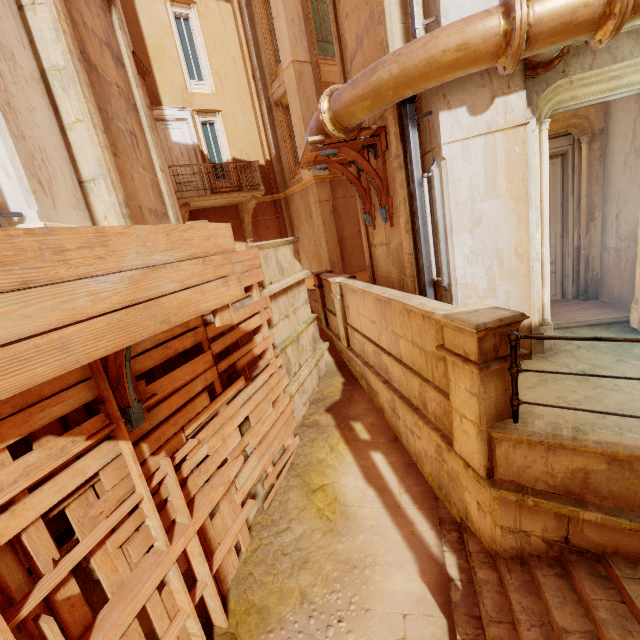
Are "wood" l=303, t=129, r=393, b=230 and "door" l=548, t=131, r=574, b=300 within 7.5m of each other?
yes

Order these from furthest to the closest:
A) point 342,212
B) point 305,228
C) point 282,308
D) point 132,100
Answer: point 305,228
point 342,212
point 282,308
point 132,100

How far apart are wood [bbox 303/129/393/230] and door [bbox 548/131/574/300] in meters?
2.5 m

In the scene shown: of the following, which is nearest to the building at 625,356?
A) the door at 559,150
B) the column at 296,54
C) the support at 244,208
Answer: the door at 559,150

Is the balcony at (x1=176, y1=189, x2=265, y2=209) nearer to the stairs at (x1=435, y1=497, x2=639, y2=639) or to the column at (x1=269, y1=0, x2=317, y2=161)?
the column at (x1=269, y1=0, x2=317, y2=161)

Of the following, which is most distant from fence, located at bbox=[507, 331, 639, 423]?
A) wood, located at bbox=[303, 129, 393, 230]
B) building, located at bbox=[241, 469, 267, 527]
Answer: building, located at bbox=[241, 469, 267, 527]

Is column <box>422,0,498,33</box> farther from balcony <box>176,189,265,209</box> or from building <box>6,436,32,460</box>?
balcony <box>176,189,265,209</box>

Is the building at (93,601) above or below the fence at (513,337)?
below
